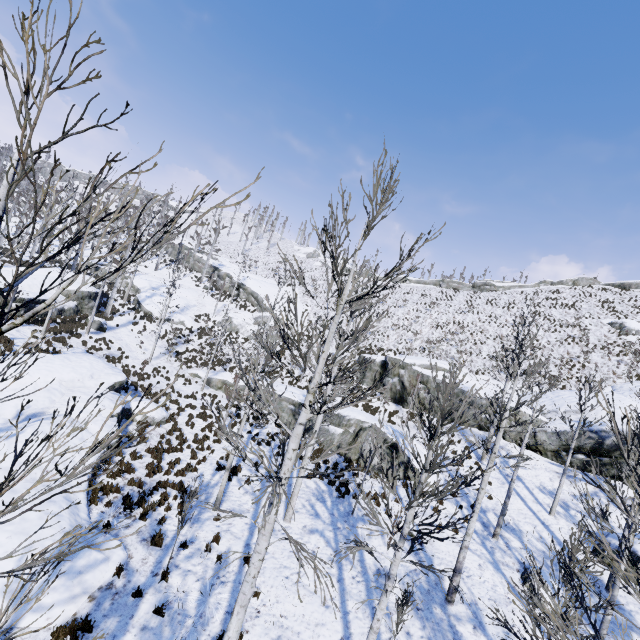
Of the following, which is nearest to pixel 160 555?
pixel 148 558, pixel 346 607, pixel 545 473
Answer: pixel 148 558

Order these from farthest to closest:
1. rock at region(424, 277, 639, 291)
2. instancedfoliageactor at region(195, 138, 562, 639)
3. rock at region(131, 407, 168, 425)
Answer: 1. rock at region(424, 277, 639, 291)
2. rock at region(131, 407, 168, 425)
3. instancedfoliageactor at region(195, 138, 562, 639)

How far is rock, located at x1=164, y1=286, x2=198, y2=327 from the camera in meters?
35.7

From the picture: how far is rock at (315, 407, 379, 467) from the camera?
18.8 meters

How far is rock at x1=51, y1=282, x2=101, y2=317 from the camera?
26.2 meters

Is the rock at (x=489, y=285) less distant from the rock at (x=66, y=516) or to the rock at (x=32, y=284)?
the rock at (x=32, y=284)

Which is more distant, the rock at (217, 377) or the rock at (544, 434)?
the rock at (217, 377)

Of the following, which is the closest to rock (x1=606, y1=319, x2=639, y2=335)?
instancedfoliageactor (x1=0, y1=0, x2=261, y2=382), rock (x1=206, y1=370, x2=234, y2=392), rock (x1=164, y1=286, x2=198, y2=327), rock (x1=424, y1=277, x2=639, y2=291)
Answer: rock (x1=424, y1=277, x2=639, y2=291)
